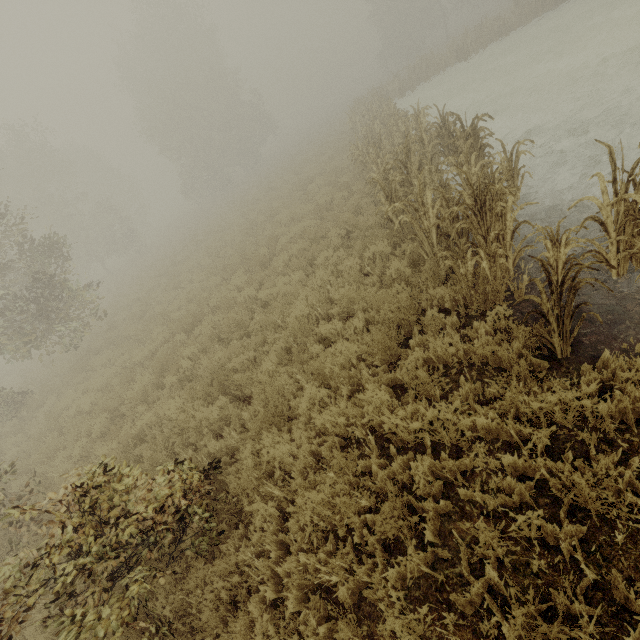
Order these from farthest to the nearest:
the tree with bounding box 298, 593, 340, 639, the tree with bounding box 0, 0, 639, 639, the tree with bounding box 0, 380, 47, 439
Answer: the tree with bounding box 0, 380, 47, 439 < the tree with bounding box 0, 0, 639, 639 < the tree with bounding box 298, 593, 340, 639

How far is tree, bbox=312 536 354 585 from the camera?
3.2m

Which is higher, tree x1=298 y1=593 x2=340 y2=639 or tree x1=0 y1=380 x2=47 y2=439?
tree x1=0 y1=380 x2=47 y2=439

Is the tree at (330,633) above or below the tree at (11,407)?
below

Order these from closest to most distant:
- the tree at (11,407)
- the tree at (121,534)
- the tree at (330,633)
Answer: the tree at (330,633)
the tree at (121,534)
the tree at (11,407)

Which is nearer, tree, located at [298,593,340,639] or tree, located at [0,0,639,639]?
tree, located at [298,593,340,639]

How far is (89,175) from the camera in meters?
39.3
